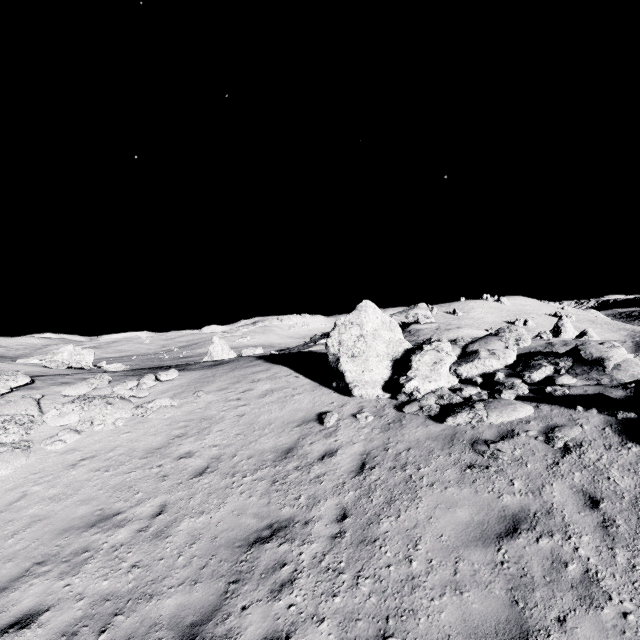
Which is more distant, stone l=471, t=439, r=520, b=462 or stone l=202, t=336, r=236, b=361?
stone l=202, t=336, r=236, b=361

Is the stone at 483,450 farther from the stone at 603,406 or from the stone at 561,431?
the stone at 603,406

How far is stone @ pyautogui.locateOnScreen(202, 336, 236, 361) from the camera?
34.19m

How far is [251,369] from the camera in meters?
15.7 m

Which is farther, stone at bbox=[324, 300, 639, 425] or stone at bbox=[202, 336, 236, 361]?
stone at bbox=[202, 336, 236, 361]

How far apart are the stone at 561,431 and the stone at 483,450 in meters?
0.6 m

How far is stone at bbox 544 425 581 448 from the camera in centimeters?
654cm

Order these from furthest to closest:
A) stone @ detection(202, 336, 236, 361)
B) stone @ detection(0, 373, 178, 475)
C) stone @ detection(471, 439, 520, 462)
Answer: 1. stone @ detection(202, 336, 236, 361)
2. stone @ detection(0, 373, 178, 475)
3. stone @ detection(471, 439, 520, 462)
